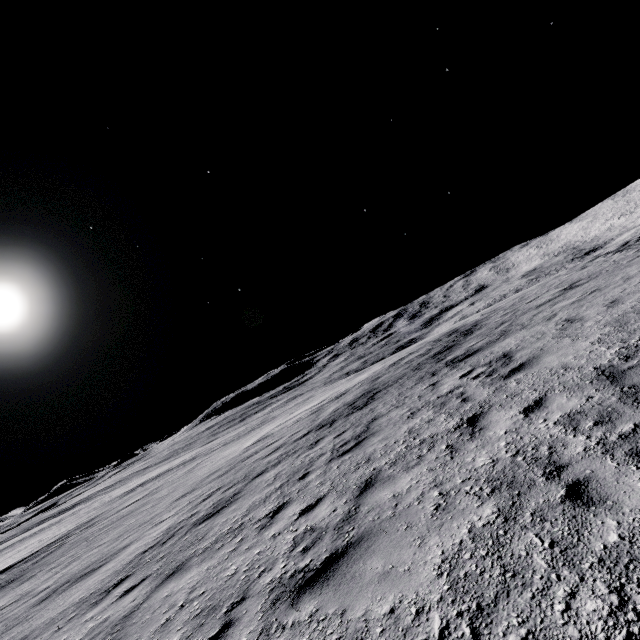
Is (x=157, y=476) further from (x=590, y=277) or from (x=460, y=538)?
(x=590, y=277)
